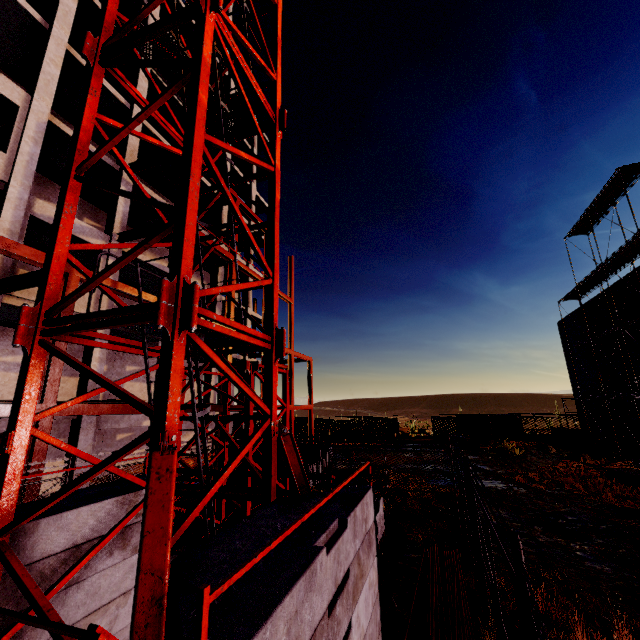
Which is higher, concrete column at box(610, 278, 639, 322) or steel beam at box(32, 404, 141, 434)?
concrete column at box(610, 278, 639, 322)

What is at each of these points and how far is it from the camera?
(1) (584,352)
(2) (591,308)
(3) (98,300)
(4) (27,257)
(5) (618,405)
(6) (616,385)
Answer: (1) concrete column, 28.4 meters
(2) concrete column, 26.3 meters
(3) concrete column, 14.3 meters
(4) steel beam, 8.4 meters
(5) concrete column, 24.1 meters
(6) concrete column, 24.0 meters

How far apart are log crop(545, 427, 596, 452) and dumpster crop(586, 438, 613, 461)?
2.92m

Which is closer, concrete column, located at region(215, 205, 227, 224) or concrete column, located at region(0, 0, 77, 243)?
concrete column, located at region(0, 0, 77, 243)

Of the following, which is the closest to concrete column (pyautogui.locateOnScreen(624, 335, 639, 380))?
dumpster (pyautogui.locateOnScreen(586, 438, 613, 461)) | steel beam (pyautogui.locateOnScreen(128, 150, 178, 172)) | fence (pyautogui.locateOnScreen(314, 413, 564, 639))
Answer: dumpster (pyautogui.locateOnScreen(586, 438, 613, 461))

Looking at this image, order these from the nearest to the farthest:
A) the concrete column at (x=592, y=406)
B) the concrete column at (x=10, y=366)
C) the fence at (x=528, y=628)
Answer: the fence at (x=528, y=628)
the concrete column at (x=10, y=366)
the concrete column at (x=592, y=406)

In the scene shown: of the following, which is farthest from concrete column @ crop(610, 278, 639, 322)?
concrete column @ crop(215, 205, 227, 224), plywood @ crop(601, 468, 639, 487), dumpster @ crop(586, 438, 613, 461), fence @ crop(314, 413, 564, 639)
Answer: concrete column @ crop(215, 205, 227, 224)

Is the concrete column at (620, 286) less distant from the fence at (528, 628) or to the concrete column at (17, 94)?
the fence at (528, 628)
